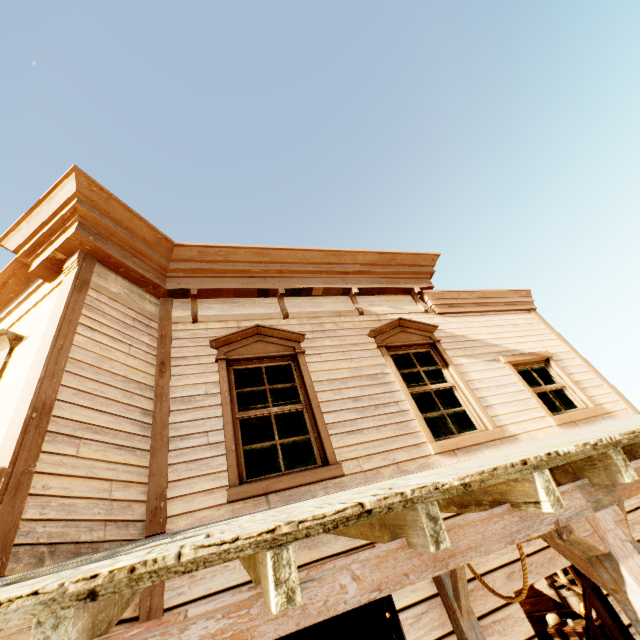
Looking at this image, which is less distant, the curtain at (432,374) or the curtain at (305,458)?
the curtain at (305,458)

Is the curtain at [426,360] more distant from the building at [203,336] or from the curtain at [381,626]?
the curtain at [381,626]

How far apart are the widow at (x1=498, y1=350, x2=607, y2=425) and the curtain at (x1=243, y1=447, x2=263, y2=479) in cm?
369

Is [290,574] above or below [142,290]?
below

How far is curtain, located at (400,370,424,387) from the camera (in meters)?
5.23

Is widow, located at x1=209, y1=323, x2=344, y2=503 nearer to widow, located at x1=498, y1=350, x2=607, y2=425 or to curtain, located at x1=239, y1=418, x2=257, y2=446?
curtain, located at x1=239, y1=418, x2=257, y2=446

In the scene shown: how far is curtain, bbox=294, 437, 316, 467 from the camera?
3.9 meters
